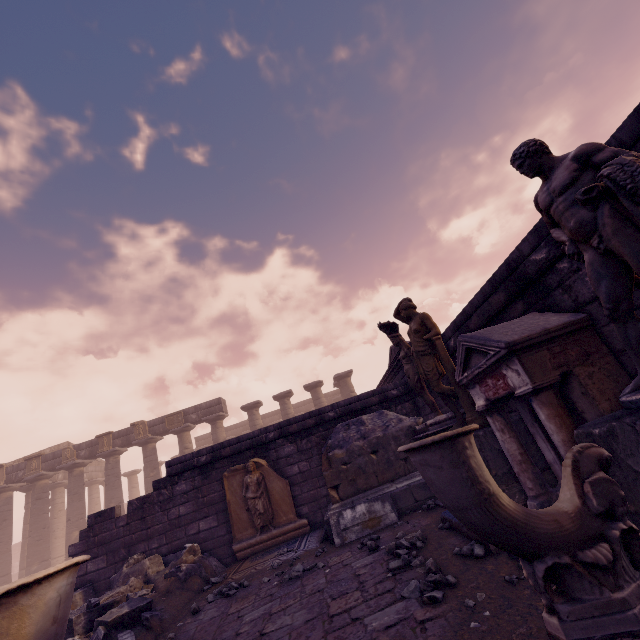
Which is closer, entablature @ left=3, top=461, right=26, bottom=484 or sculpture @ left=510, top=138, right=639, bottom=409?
sculpture @ left=510, top=138, right=639, bottom=409

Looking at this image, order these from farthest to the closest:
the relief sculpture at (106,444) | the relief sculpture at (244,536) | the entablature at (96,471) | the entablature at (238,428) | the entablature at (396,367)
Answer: the entablature at (238,428) < the entablature at (96,471) < the relief sculpture at (106,444) < the entablature at (396,367) < the relief sculpture at (244,536)

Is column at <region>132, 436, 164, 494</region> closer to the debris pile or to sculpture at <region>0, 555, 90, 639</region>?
the debris pile

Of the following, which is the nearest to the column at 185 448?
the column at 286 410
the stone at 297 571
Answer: the column at 286 410

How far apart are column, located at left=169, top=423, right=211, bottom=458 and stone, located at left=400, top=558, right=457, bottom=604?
19.6m

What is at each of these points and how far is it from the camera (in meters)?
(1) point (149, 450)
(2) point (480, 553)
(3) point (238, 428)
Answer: (1) column, 20.53
(2) stone, 3.22
(3) entablature, 30.66

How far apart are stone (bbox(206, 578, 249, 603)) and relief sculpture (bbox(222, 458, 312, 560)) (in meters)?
1.74

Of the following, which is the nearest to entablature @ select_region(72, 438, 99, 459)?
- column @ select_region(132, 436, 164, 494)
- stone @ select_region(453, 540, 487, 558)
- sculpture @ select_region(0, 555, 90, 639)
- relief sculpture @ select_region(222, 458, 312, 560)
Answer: column @ select_region(132, 436, 164, 494)
